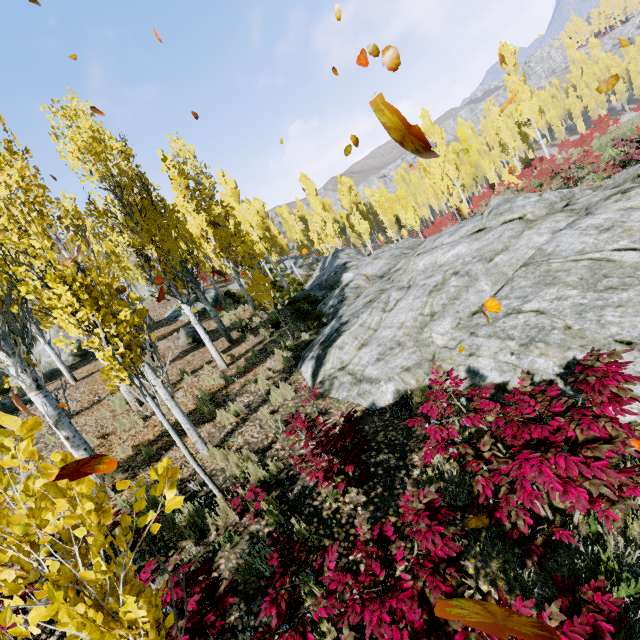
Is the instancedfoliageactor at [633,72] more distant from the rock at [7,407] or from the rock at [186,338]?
the rock at [186,338]

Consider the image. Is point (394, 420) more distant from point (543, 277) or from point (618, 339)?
point (543, 277)

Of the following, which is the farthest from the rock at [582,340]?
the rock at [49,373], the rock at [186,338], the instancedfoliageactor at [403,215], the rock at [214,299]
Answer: the rock at [186,338]

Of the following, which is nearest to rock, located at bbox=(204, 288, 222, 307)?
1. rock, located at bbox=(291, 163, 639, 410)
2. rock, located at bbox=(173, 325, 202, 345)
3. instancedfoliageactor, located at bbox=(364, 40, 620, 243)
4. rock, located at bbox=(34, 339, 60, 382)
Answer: instancedfoliageactor, located at bbox=(364, 40, 620, 243)

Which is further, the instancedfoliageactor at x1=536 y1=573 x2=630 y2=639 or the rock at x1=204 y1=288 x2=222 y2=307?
the rock at x1=204 y1=288 x2=222 y2=307

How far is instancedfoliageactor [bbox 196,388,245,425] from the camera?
7.4m

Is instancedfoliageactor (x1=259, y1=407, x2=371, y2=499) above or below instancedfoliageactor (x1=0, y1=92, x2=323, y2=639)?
below
